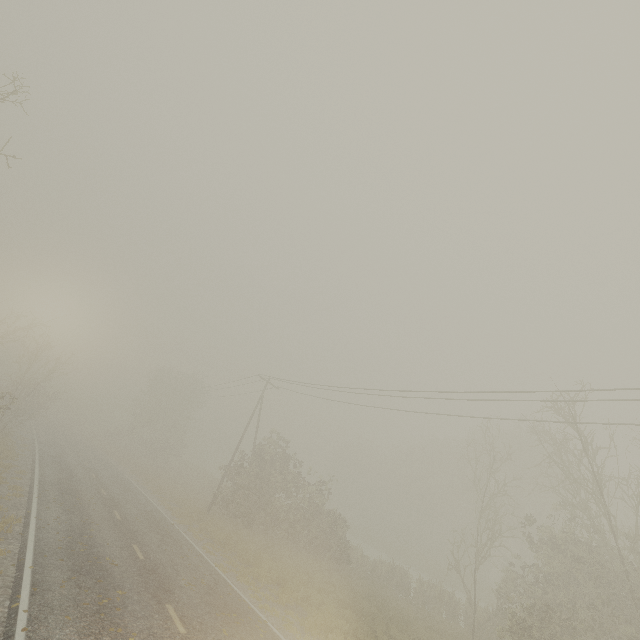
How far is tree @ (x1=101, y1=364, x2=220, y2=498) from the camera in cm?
4578

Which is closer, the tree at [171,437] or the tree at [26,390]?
the tree at [26,390]

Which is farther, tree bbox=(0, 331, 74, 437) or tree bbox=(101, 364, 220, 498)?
tree bbox=(101, 364, 220, 498)

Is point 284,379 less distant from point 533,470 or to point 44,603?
point 44,603

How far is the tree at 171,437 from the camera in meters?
45.8
